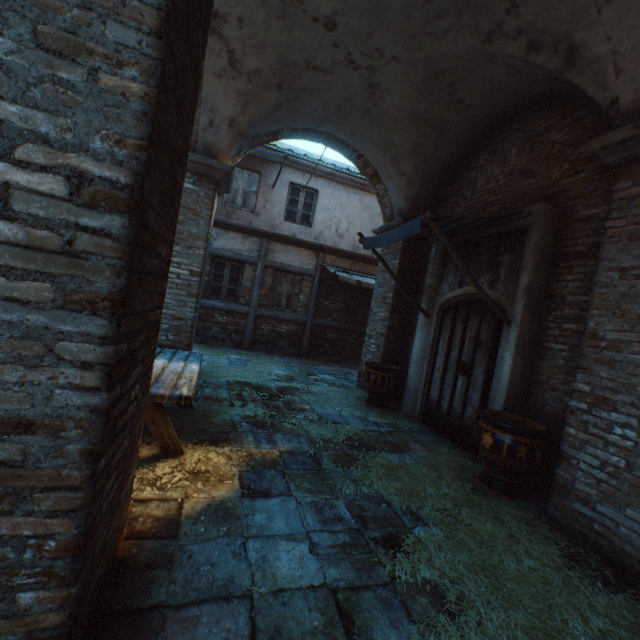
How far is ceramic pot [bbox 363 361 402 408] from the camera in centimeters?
631cm

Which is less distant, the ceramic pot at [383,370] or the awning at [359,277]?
the ceramic pot at [383,370]

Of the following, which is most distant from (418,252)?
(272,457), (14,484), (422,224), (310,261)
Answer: (14,484)

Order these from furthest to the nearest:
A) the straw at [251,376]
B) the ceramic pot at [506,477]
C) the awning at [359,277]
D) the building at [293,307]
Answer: the building at [293,307] < the awning at [359,277] < the straw at [251,376] < the ceramic pot at [506,477]

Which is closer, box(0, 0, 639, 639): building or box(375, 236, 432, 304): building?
box(0, 0, 639, 639): building

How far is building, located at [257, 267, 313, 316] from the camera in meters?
10.8

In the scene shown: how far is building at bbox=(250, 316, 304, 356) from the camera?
10.8 meters

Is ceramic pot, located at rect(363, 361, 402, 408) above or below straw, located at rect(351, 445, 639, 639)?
above
